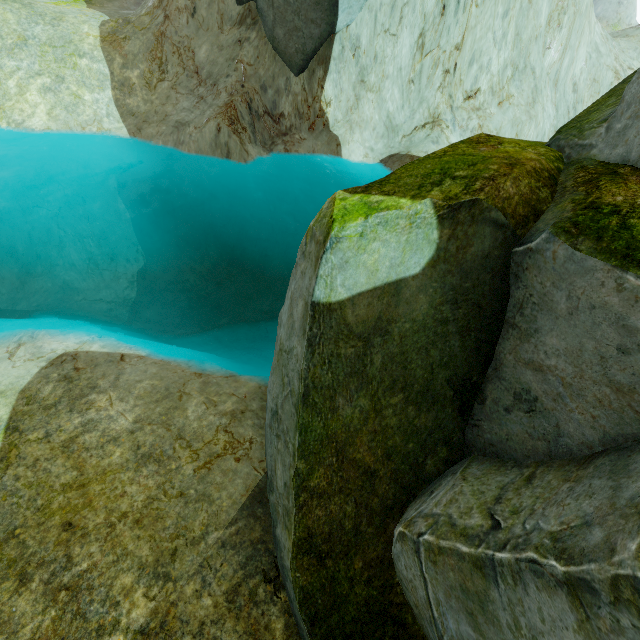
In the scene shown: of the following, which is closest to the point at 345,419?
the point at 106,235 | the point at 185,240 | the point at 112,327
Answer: the point at 112,327

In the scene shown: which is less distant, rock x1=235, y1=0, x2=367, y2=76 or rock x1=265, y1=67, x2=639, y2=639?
rock x1=265, y1=67, x2=639, y2=639

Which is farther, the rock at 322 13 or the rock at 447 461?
the rock at 322 13
